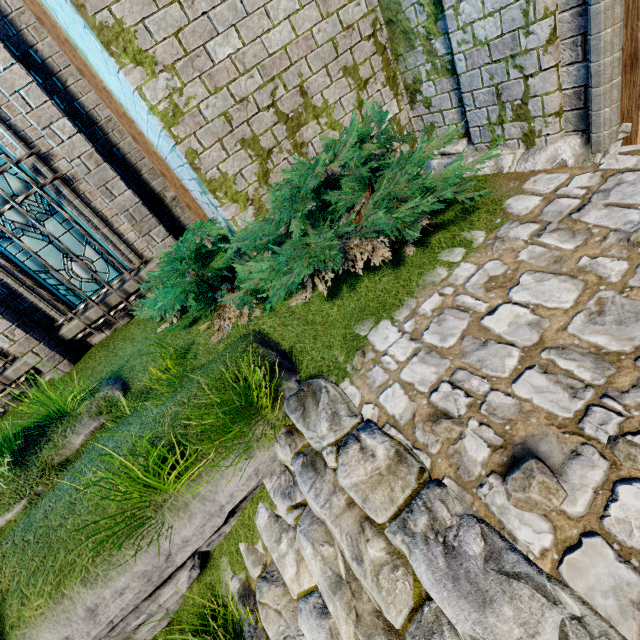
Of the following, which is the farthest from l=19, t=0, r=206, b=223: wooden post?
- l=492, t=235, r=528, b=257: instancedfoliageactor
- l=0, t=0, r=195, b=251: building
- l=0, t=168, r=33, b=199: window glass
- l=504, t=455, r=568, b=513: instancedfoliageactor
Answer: l=504, t=455, r=568, b=513: instancedfoliageactor

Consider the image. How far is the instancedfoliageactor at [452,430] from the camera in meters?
2.1 m

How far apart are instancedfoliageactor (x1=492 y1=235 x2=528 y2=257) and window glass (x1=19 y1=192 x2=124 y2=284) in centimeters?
644cm

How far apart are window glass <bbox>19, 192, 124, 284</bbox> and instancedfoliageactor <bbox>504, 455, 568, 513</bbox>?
6.97m

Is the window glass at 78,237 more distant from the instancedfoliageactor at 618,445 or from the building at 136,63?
the instancedfoliageactor at 618,445

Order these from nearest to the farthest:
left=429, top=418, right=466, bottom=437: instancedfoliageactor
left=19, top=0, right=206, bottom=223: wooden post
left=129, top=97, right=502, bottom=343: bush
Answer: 1. left=429, top=418, right=466, bottom=437: instancedfoliageactor
2. left=129, top=97, right=502, bottom=343: bush
3. left=19, top=0, right=206, bottom=223: wooden post

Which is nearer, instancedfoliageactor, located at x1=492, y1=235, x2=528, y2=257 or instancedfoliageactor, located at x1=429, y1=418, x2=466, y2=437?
instancedfoliageactor, located at x1=429, y1=418, x2=466, y2=437

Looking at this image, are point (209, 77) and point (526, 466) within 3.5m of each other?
no
